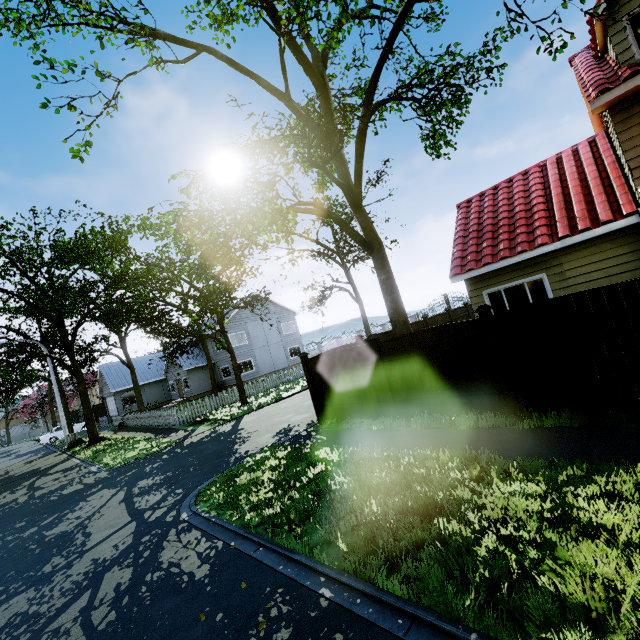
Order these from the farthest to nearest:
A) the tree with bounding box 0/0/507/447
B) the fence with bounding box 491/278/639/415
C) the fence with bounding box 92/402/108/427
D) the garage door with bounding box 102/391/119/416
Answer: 1. the garage door with bounding box 102/391/119/416
2. the fence with bounding box 92/402/108/427
3. the tree with bounding box 0/0/507/447
4. the fence with bounding box 491/278/639/415

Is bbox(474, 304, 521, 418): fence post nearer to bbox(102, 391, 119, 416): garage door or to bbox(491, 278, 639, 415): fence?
bbox(491, 278, 639, 415): fence

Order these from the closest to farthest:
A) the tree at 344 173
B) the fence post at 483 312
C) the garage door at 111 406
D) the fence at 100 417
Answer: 1. the fence post at 483 312
2. the tree at 344 173
3. the fence at 100 417
4. the garage door at 111 406

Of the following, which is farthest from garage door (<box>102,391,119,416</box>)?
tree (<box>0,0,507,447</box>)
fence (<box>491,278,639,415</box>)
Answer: fence (<box>491,278,639,415</box>)

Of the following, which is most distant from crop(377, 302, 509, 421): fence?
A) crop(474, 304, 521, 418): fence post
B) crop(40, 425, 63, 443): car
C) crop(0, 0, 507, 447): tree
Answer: crop(40, 425, 63, 443): car

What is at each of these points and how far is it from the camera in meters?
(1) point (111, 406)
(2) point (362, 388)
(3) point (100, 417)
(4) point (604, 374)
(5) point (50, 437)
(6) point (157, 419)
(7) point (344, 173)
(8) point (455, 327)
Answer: (1) garage door, 37.8
(2) fence, 8.9
(3) fence, 40.3
(4) fence, 5.3
(5) car, 33.0
(6) fence, 20.5
(7) tree, 11.8
(8) fence, 6.9

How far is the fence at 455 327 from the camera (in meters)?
6.57

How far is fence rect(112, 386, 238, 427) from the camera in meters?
18.6 m
